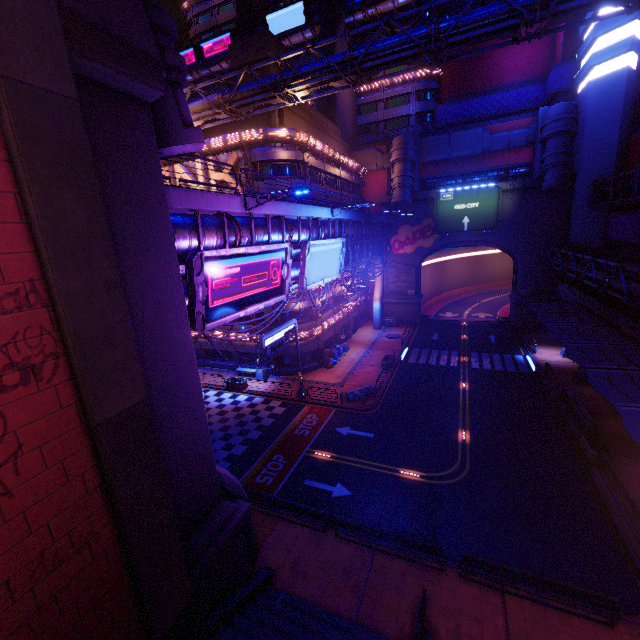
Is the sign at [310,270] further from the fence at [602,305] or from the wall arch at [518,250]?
the wall arch at [518,250]

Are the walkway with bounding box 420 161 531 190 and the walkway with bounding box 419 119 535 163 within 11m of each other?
yes

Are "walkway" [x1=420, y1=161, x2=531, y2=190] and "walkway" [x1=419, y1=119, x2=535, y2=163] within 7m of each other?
yes

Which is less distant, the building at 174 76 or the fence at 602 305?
the building at 174 76

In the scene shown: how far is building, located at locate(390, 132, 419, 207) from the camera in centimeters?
4047cm

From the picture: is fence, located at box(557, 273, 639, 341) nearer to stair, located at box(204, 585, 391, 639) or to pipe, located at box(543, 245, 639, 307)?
pipe, located at box(543, 245, 639, 307)

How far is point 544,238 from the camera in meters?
39.4

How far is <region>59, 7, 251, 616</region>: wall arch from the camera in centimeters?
752cm
